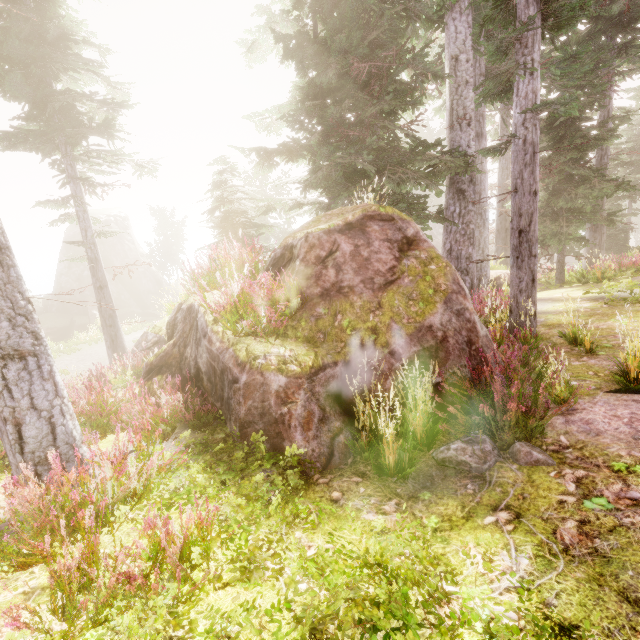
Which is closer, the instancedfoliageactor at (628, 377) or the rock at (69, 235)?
the instancedfoliageactor at (628, 377)

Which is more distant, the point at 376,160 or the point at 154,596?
the point at 376,160

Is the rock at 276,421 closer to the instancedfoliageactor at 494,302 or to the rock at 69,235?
the instancedfoliageactor at 494,302

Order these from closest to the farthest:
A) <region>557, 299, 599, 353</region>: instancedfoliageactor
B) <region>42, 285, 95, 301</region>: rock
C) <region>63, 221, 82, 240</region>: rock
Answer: <region>557, 299, 599, 353</region>: instancedfoliageactor → <region>42, 285, 95, 301</region>: rock → <region>63, 221, 82, 240</region>: rock

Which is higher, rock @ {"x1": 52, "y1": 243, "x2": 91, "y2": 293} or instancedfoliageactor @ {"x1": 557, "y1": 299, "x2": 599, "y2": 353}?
rock @ {"x1": 52, "y1": 243, "x2": 91, "y2": 293}

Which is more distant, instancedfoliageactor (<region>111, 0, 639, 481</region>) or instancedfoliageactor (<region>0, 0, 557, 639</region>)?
instancedfoliageactor (<region>111, 0, 639, 481</region>)

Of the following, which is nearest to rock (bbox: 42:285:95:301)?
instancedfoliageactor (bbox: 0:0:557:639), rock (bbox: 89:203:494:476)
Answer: instancedfoliageactor (bbox: 0:0:557:639)
